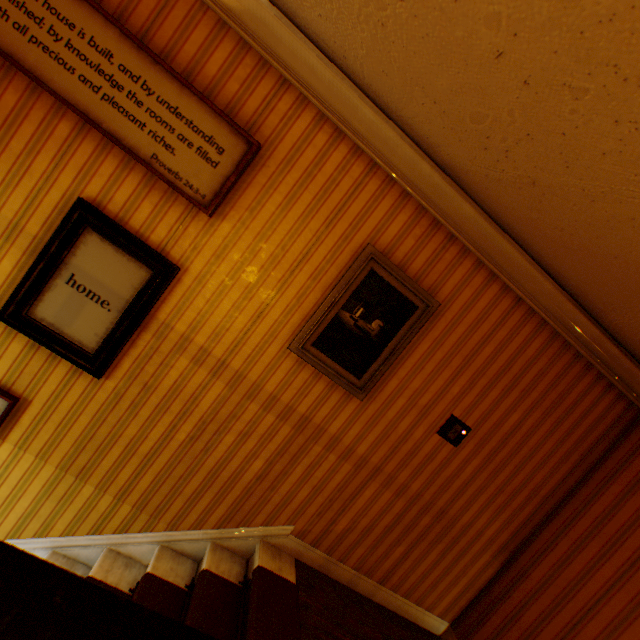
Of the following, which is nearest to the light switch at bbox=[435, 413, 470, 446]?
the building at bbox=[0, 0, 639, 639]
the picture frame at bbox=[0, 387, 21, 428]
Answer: the building at bbox=[0, 0, 639, 639]

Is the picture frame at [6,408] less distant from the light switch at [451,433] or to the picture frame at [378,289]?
the picture frame at [378,289]

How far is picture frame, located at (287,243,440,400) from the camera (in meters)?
2.42

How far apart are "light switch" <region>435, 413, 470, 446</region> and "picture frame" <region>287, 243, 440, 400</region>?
0.74m

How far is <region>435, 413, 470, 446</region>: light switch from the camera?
2.8m

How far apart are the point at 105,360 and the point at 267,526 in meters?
1.9 m

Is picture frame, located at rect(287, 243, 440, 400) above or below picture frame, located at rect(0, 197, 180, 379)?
above

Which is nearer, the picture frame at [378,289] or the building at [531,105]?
the building at [531,105]
